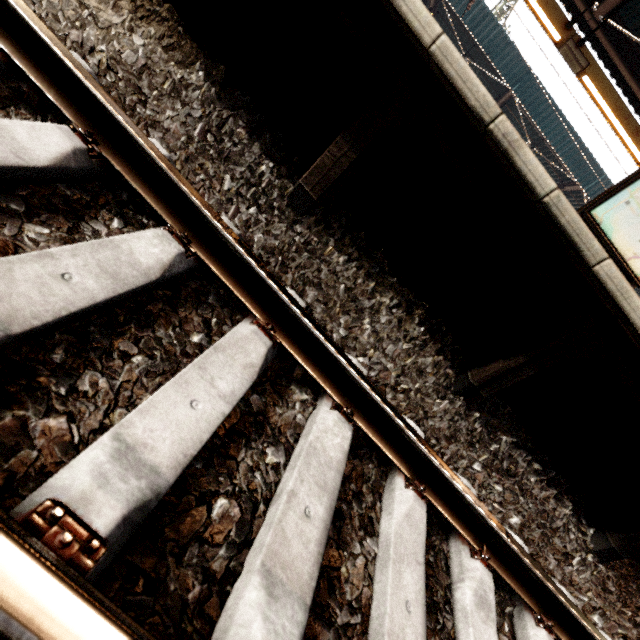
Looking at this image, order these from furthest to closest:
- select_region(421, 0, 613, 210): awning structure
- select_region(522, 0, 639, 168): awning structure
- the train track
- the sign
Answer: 1. select_region(421, 0, 613, 210): awning structure
2. select_region(522, 0, 639, 168): awning structure
3. the sign
4. the train track

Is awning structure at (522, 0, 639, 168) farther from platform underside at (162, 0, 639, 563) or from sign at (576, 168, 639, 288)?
platform underside at (162, 0, 639, 563)

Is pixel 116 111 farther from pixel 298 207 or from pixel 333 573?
pixel 333 573

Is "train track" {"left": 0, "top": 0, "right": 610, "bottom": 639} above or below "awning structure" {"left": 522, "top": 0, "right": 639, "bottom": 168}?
below

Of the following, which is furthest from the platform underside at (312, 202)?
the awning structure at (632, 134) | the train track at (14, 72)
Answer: the awning structure at (632, 134)

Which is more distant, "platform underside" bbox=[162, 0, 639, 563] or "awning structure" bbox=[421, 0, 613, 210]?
Result: "awning structure" bbox=[421, 0, 613, 210]

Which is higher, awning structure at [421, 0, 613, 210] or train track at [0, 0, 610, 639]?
awning structure at [421, 0, 613, 210]

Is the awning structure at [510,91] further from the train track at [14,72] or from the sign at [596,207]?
the train track at [14,72]
